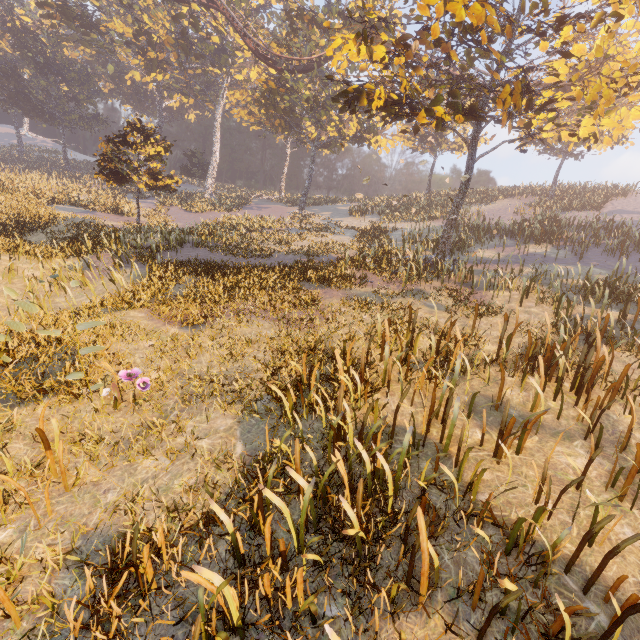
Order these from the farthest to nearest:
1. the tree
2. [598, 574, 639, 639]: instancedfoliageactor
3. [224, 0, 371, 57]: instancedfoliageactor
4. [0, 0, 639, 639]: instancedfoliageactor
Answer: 1. [224, 0, 371, 57]: instancedfoliageactor
2. the tree
3. [0, 0, 639, 639]: instancedfoliageactor
4. [598, 574, 639, 639]: instancedfoliageactor

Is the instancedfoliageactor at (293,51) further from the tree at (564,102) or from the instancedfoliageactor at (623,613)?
the instancedfoliageactor at (623,613)

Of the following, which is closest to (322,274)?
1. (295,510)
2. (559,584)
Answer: (295,510)

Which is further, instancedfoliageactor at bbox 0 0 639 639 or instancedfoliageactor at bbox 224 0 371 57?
instancedfoliageactor at bbox 224 0 371 57

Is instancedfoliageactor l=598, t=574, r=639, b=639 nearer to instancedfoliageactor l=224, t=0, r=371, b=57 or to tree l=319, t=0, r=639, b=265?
tree l=319, t=0, r=639, b=265
